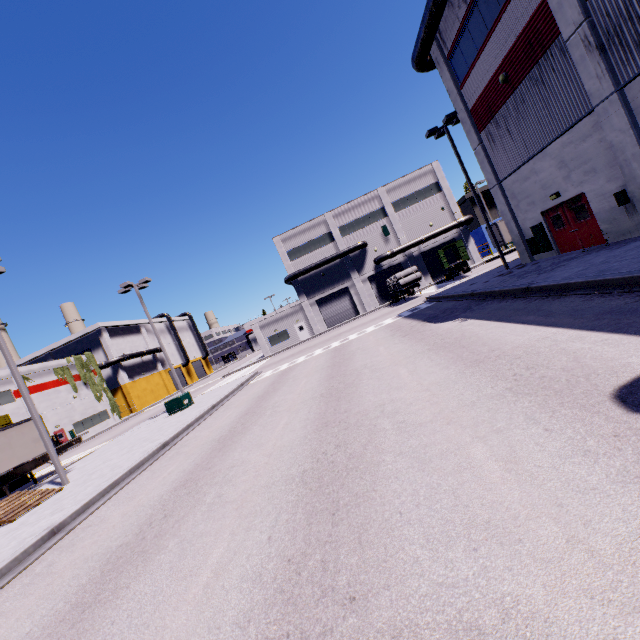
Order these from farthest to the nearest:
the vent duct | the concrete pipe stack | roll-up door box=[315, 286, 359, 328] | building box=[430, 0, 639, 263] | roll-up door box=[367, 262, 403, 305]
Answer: roll-up door box=[315, 286, 359, 328]
roll-up door box=[367, 262, 403, 305]
the concrete pipe stack
the vent duct
building box=[430, 0, 639, 263]

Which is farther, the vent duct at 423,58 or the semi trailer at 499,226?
the semi trailer at 499,226

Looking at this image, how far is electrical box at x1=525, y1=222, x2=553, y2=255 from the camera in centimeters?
1659cm

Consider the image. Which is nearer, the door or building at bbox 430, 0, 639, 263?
building at bbox 430, 0, 639, 263

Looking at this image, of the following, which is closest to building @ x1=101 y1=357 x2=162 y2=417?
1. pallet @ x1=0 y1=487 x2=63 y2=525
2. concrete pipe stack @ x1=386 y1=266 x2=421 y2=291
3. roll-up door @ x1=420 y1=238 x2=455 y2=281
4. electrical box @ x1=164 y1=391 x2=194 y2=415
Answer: roll-up door @ x1=420 y1=238 x2=455 y2=281

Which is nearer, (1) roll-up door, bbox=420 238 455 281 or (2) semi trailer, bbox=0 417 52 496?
(2) semi trailer, bbox=0 417 52 496

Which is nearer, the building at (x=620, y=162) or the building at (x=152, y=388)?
the building at (x=620, y=162)

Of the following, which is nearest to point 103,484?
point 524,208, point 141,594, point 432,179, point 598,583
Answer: point 141,594
